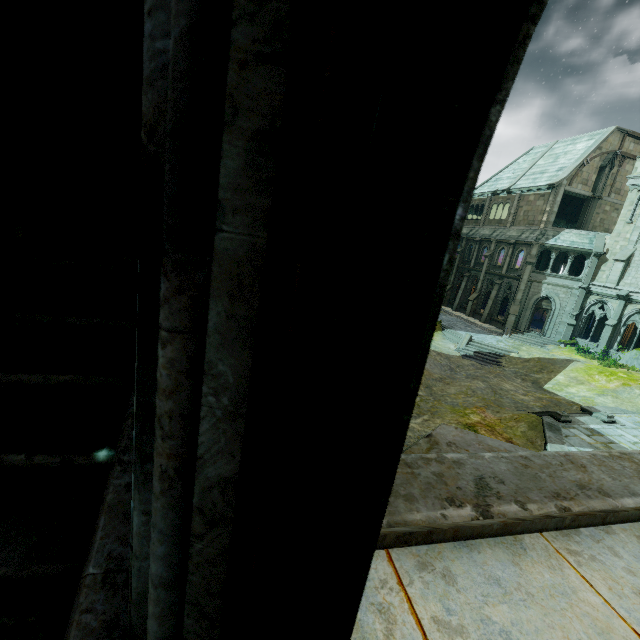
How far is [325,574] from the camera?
0.50m

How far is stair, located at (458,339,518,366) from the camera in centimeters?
2542cm

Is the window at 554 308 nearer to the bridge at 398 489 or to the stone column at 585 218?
the stone column at 585 218

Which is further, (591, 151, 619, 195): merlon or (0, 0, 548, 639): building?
(591, 151, 619, 195): merlon

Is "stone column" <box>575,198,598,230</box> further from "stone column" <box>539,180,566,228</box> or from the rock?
the rock

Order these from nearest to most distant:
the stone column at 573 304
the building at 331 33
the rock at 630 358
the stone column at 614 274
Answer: the building at 331 33
the rock at 630 358
the stone column at 614 274
the stone column at 573 304

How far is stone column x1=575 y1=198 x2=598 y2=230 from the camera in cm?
3123

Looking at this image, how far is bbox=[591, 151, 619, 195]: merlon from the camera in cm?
3017
